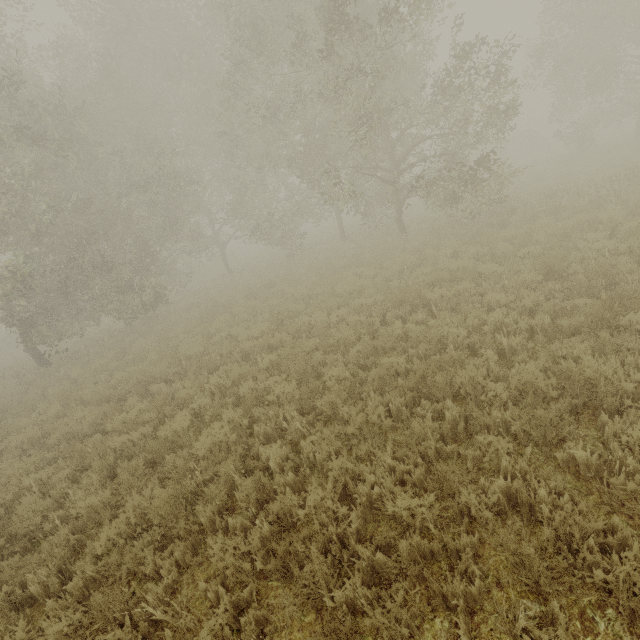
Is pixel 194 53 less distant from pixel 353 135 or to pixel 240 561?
pixel 353 135
